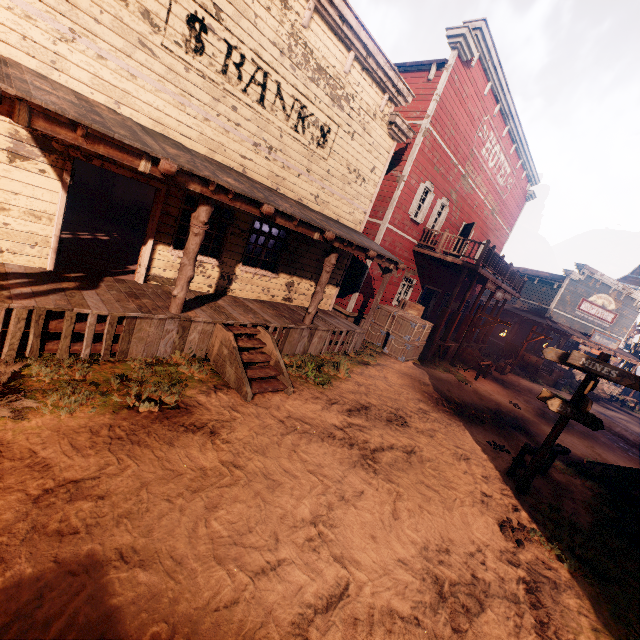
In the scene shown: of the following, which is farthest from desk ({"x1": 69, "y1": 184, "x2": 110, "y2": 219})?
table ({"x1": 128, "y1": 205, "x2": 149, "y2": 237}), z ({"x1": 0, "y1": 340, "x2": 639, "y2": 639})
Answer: z ({"x1": 0, "y1": 340, "x2": 639, "y2": 639})

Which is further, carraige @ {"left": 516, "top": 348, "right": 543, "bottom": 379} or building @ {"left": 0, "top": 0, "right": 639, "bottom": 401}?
carraige @ {"left": 516, "top": 348, "right": 543, "bottom": 379}

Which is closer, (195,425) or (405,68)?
(195,425)

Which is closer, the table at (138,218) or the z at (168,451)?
the z at (168,451)

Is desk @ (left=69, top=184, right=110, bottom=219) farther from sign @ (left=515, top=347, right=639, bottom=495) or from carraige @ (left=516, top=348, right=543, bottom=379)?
carraige @ (left=516, top=348, right=543, bottom=379)

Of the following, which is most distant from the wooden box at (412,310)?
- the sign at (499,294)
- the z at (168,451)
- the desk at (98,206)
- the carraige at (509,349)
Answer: the desk at (98,206)

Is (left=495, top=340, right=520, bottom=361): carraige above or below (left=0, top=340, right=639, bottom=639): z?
above

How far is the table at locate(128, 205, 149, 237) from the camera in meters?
13.4
